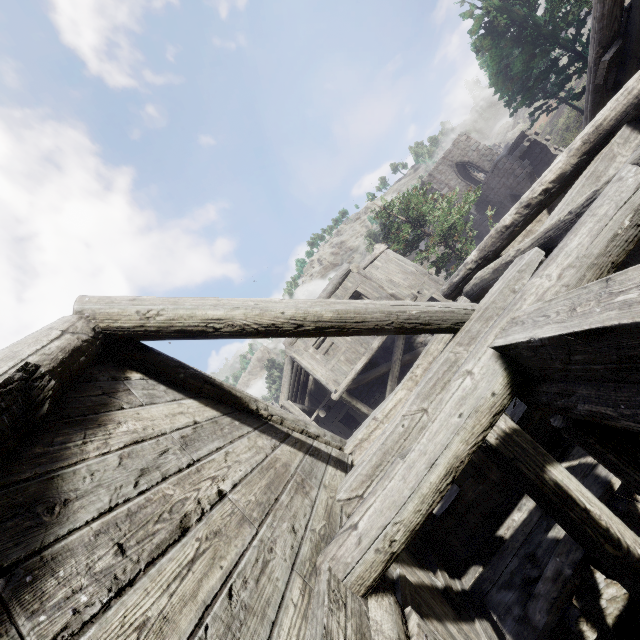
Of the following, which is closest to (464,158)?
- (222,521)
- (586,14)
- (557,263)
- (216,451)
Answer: (586,14)
